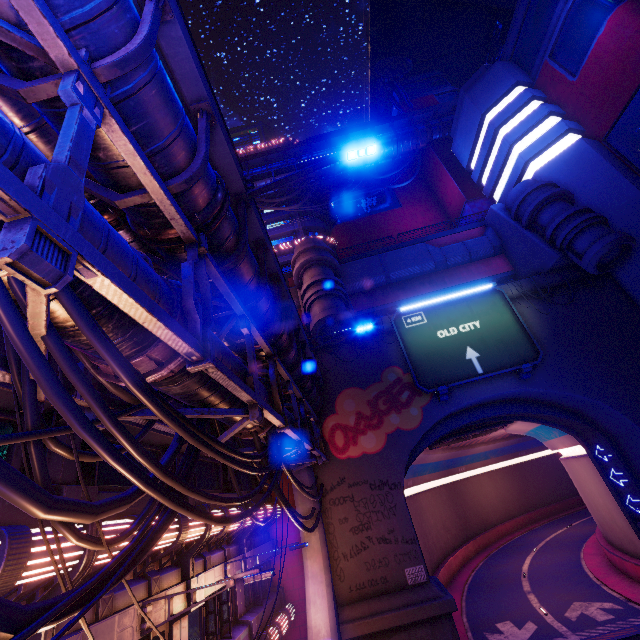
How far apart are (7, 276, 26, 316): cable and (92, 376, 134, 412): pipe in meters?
0.0 m

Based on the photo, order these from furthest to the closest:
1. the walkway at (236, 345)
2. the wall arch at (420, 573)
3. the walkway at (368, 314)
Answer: A:
the walkway at (368, 314)
the wall arch at (420, 573)
the walkway at (236, 345)

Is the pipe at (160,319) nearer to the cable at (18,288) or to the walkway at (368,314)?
the cable at (18,288)

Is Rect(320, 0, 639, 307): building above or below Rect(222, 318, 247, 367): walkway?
above

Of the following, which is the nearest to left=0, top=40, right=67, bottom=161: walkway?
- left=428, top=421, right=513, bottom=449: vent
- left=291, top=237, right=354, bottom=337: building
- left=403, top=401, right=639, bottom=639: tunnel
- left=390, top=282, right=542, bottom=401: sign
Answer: left=291, top=237, right=354, bottom=337: building

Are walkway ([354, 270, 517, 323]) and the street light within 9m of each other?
no

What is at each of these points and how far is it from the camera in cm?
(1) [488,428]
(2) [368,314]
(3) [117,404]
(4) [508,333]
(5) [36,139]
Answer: (1) vent, 2319
(2) walkway, 2514
(3) pipe, 529
(4) sign, 1986
(5) walkway, 477
